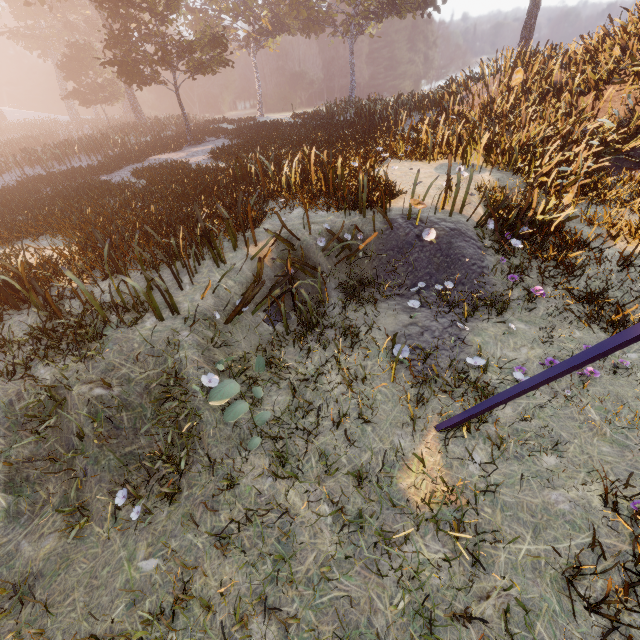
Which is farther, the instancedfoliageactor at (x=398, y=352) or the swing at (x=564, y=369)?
the instancedfoliageactor at (x=398, y=352)

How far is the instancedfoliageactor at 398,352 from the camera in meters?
4.5

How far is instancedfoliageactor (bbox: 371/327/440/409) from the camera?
4.5m

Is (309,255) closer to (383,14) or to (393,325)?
(393,325)

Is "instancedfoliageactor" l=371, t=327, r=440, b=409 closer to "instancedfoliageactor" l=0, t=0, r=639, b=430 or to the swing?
the swing

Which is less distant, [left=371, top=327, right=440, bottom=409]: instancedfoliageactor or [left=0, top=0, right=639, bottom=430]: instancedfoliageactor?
[left=371, top=327, right=440, bottom=409]: instancedfoliageactor

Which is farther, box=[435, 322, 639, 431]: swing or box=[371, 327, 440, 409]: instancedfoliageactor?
box=[371, 327, 440, 409]: instancedfoliageactor

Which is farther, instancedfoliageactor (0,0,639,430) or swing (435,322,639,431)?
instancedfoliageactor (0,0,639,430)
